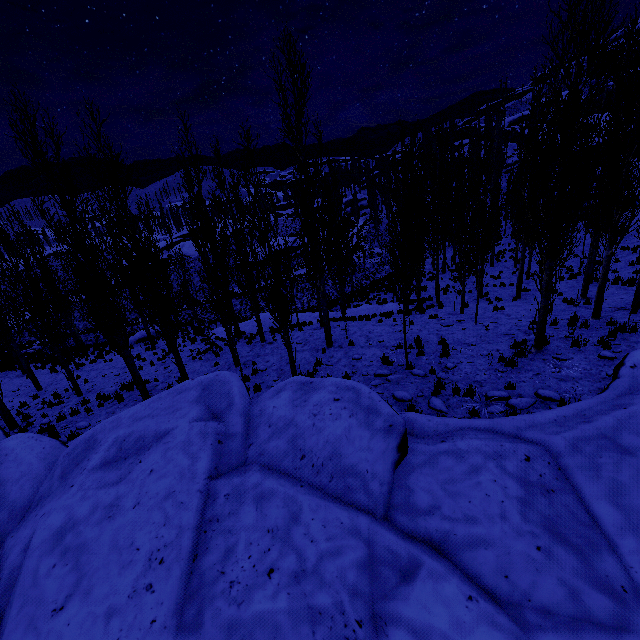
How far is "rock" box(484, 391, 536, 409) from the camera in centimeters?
784cm

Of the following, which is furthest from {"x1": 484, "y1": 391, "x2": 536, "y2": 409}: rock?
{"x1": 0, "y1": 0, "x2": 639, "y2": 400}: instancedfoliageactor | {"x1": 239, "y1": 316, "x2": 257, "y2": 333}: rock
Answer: {"x1": 239, "y1": 316, "x2": 257, "y2": 333}: rock

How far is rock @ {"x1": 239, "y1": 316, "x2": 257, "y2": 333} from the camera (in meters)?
20.69

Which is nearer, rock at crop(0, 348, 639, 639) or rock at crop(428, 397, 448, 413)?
rock at crop(0, 348, 639, 639)

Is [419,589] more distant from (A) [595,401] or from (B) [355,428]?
(A) [595,401]

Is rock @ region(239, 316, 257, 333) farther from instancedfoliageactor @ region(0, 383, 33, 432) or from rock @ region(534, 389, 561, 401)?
rock @ region(534, 389, 561, 401)

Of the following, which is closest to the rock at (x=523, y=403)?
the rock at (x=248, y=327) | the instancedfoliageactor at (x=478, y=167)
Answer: the instancedfoliageactor at (x=478, y=167)
